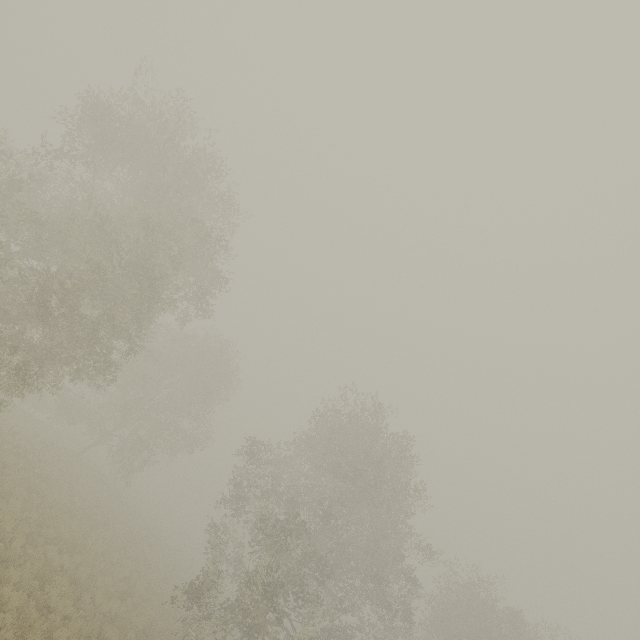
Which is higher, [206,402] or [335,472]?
[335,472]
